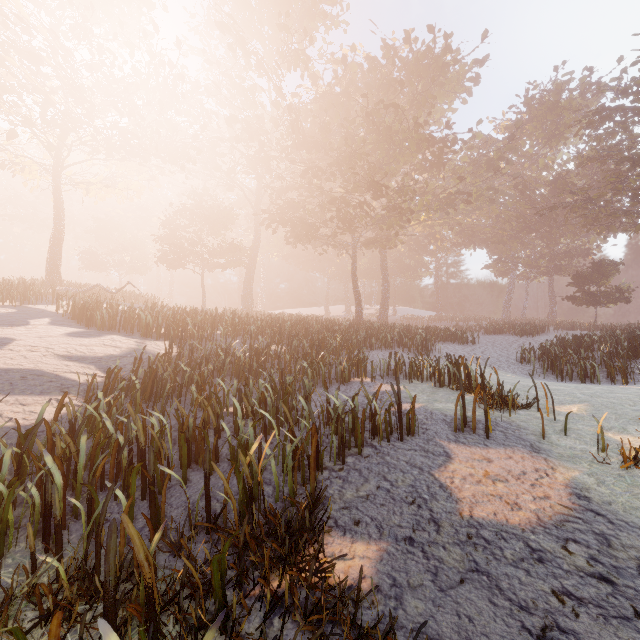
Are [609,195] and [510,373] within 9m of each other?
no
